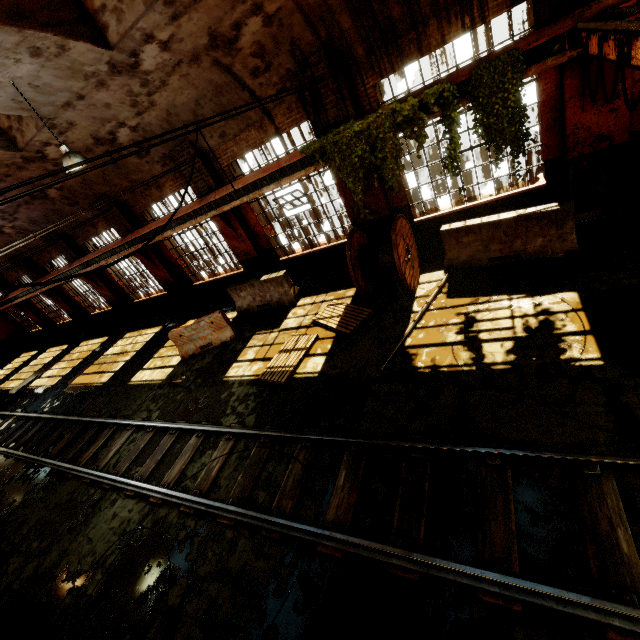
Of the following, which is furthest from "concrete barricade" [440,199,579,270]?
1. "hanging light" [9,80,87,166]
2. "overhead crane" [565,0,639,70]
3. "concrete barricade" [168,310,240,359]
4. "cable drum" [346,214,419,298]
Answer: "hanging light" [9,80,87,166]

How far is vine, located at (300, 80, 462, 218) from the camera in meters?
6.8 m

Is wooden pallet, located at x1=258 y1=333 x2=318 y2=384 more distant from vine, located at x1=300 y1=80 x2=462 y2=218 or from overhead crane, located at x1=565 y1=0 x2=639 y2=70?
overhead crane, located at x1=565 y1=0 x2=639 y2=70

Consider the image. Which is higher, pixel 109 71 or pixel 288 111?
pixel 109 71

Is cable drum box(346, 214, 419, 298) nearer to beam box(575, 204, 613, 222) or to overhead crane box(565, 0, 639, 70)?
beam box(575, 204, 613, 222)

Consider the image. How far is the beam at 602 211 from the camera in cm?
718

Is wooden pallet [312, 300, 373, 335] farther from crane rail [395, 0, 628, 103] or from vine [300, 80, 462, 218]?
crane rail [395, 0, 628, 103]

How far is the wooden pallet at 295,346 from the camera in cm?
772
